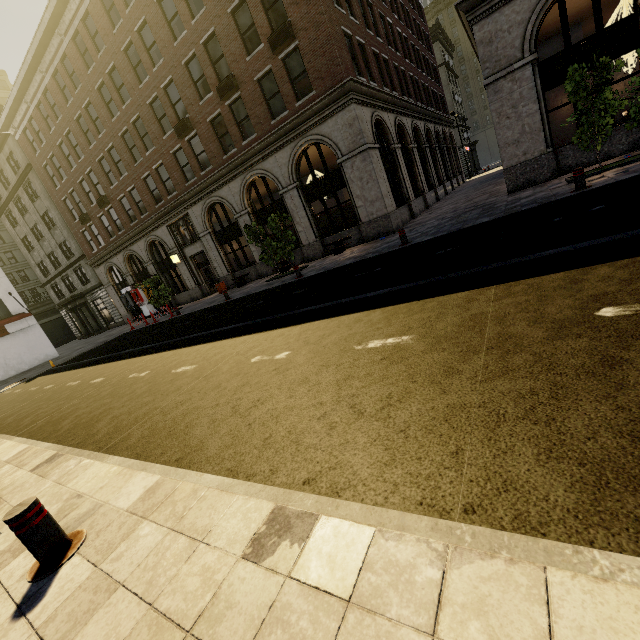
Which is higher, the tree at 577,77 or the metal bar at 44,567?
the tree at 577,77

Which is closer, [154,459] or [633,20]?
[154,459]

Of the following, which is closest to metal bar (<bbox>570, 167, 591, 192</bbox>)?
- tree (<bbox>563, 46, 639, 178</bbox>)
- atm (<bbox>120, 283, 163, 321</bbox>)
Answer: tree (<bbox>563, 46, 639, 178</bbox>)

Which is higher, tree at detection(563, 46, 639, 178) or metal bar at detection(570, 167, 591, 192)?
tree at detection(563, 46, 639, 178)

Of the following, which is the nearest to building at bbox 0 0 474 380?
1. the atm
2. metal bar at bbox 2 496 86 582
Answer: the atm

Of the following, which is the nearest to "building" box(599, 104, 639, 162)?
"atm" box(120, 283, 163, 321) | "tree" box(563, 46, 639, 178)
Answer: "atm" box(120, 283, 163, 321)

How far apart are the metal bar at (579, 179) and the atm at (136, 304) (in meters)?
29.28

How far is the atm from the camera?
27.4m
